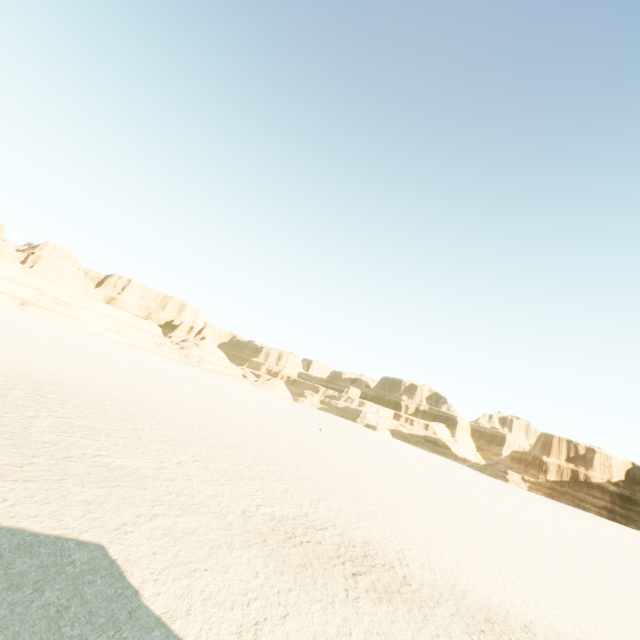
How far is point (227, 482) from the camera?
11.6 meters
